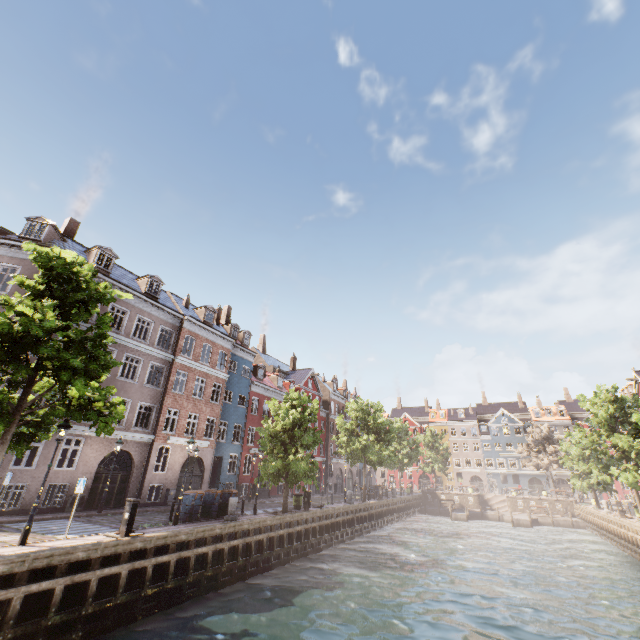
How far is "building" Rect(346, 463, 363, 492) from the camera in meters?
50.0 m

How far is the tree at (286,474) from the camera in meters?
20.9

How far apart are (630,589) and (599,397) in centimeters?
1563cm

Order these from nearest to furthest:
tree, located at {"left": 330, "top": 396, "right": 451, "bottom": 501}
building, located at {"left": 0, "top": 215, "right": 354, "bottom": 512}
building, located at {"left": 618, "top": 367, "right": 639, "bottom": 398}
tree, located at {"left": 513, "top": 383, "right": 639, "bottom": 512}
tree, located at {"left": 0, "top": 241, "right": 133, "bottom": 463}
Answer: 1. tree, located at {"left": 0, "top": 241, "right": 133, "bottom": 463}
2. building, located at {"left": 0, "top": 215, "right": 354, "bottom": 512}
3. tree, located at {"left": 513, "top": 383, "right": 639, "bottom": 512}
4. tree, located at {"left": 330, "top": 396, "right": 451, "bottom": 501}
5. building, located at {"left": 618, "top": 367, "right": 639, "bottom": 398}

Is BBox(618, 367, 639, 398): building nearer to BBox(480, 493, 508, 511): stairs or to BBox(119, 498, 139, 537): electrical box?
BBox(119, 498, 139, 537): electrical box

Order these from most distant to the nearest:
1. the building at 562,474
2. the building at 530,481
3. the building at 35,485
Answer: the building at 530,481 → the building at 562,474 → the building at 35,485

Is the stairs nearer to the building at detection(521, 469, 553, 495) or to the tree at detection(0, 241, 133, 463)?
the tree at detection(0, 241, 133, 463)
